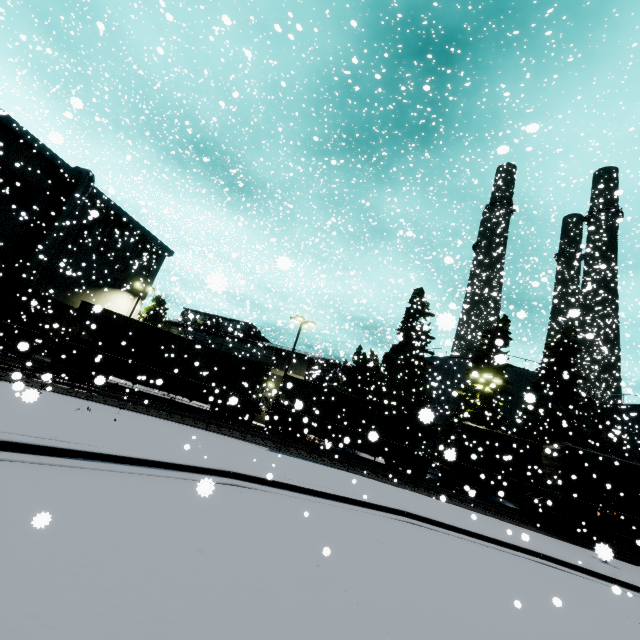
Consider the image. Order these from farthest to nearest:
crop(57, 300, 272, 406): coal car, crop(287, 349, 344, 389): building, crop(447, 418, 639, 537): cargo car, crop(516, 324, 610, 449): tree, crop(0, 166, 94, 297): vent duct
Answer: crop(287, 349, 344, 389): building
crop(516, 324, 610, 449): tree
crop(0, 166, 94, 297): vent duct
crop(57, 300, 272, 406): coal car
crop(447, 418, 639, 537): cargo car

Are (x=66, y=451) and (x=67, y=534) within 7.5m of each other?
yes

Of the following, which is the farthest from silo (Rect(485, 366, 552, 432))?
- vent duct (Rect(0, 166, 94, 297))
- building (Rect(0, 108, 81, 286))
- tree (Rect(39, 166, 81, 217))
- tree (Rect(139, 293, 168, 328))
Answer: tree (Rect(139, 293, 168, 328))

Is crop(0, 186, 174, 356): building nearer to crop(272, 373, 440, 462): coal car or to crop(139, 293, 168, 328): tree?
crop(272, 373, 440, 462): coal car

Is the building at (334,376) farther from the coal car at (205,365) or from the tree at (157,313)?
the tree at (157,313)

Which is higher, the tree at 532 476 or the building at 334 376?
the building at 334 376

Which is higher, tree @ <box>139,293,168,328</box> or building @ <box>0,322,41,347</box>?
tree @ <box>139,293,168,328</box>

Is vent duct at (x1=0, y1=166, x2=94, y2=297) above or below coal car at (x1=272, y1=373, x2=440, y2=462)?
above
